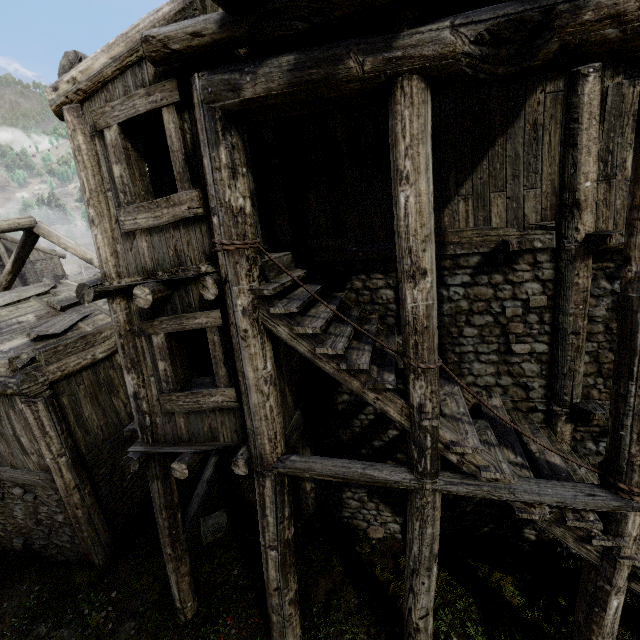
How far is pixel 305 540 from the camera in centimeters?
779cm
